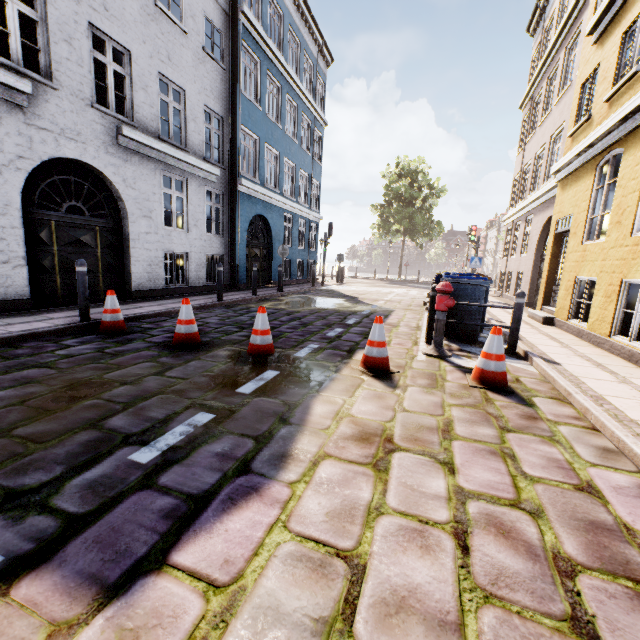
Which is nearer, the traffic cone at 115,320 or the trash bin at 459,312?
the traffic cone at 115,320

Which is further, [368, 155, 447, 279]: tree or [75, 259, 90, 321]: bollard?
[368, 155, 447, 279]: tree

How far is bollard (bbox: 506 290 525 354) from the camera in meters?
5.5 m

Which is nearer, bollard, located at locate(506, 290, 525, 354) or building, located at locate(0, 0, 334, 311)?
bollard, located at locate(506, 290, 525, 354)

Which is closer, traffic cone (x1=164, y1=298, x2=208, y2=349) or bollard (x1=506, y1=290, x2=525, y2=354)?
traffic cone (x1=164, y1=298, x2=208, y2=349)

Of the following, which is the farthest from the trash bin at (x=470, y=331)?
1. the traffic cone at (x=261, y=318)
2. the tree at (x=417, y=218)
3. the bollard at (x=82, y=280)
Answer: the tree at (x=417, y=218)

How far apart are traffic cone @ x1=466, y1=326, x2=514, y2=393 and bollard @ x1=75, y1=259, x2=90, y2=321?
6.4 meters

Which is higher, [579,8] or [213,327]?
[579,8]
